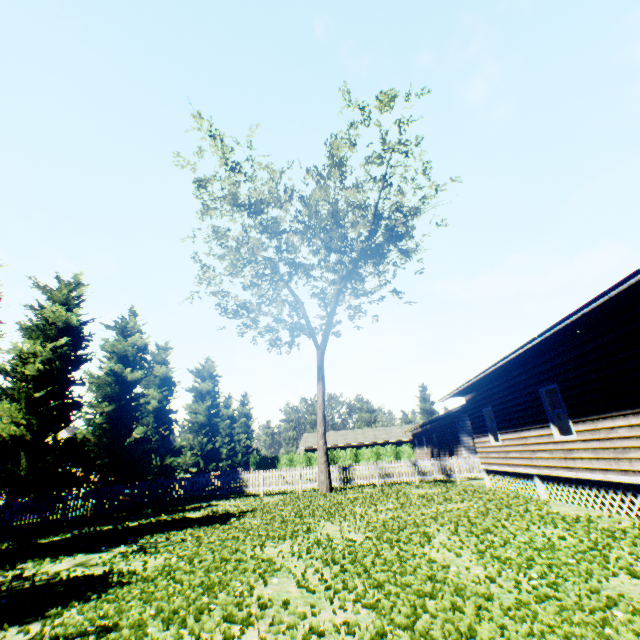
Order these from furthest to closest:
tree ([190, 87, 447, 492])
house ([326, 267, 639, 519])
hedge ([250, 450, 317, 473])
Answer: hedge ([250, 450, 317, 473])
tree ([190, 87, 447, 492])
house ([326, 267, 639, 519])

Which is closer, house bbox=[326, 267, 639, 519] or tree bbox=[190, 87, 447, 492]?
house bbox=[326, 267, 639, 519]

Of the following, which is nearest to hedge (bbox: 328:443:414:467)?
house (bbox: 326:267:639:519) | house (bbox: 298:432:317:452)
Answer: house (bbox: 298:432:317:452)

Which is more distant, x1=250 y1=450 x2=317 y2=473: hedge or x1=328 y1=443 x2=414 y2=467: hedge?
x1=250 y1=450 x2=317 y2=473: hedge

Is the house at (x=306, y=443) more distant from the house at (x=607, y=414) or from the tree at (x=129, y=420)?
the house at (x=607, y=414)

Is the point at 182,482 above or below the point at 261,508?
above

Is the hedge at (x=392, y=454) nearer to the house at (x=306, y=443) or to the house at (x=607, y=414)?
the house at (x=306, y=443)

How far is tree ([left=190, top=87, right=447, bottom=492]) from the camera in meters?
17.8 m
